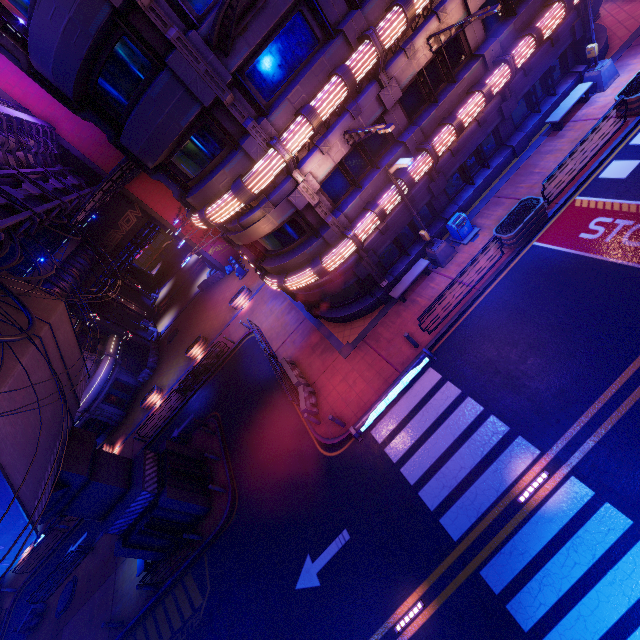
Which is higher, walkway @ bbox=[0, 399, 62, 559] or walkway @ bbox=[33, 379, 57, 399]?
walkway @ bbox=[33, 379, 57, 399]

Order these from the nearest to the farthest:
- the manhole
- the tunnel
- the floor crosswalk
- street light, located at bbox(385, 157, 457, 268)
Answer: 1. street light, located at bbox(385, 157, 457, 268)
2. the floor crosswalk
3. the manhole
4. the tunnel

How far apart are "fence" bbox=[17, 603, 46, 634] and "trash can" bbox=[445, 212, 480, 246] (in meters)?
35.44

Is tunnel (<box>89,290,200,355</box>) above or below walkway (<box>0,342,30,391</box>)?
below

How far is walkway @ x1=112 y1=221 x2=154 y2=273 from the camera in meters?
36.6

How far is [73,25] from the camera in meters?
9.1 m

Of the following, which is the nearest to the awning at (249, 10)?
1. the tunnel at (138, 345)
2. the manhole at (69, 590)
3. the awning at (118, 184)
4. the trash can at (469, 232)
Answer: the awning at (118, 184)

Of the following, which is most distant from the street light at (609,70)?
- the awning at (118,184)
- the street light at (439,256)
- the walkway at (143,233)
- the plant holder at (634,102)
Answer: the walkway at (143,233)
